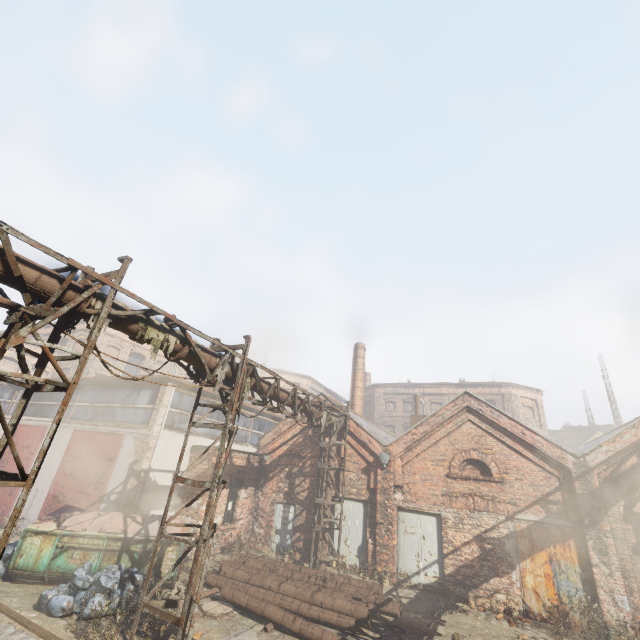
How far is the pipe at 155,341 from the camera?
6.3m

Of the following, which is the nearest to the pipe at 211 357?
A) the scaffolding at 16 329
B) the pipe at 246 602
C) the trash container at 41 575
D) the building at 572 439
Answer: the scaffolding at 16 329

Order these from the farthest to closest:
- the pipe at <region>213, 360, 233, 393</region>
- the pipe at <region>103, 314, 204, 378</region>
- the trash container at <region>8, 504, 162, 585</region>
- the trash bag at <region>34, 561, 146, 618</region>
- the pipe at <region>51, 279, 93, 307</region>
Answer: the trash container at <region>8, 504, 162, 585</region> → the pipe at <region>213, 360, 233, 393</region> → the trash bag at <region>34, 561, 146, 618</region> → the pipe at <region>103, 314, 204, 378</region> → the pipe at <region>51, 279, 93, 307</region>

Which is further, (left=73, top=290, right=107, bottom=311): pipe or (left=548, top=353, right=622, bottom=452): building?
(left=548, top=353, right=622, bottom=452): building

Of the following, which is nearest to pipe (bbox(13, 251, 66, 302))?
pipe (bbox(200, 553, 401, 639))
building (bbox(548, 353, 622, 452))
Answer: pipe (bbox(200, 553, 401, 639))

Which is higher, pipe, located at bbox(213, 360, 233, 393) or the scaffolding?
pipe, located at bbox(213, 360, 233, 393)

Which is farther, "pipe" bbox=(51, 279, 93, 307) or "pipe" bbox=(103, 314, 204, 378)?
"pipe" bbox=(103, 314, 204, 378)

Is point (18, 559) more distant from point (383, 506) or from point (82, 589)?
point (383, 506)
